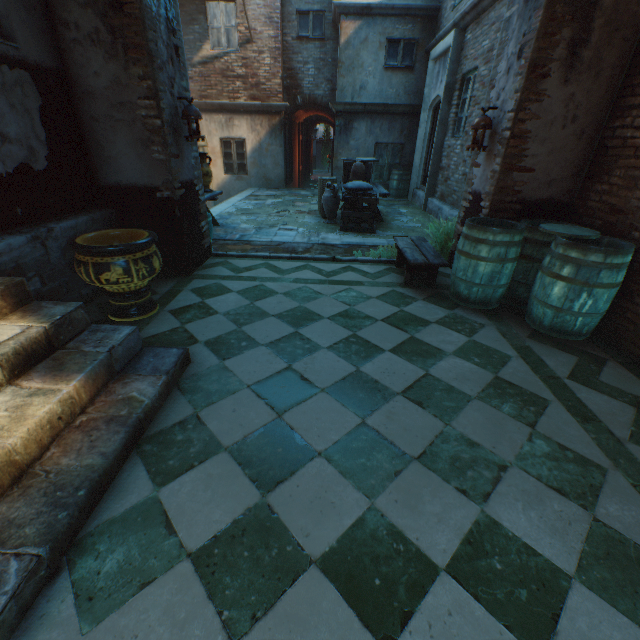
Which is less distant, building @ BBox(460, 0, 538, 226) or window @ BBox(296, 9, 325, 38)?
building @ BBox(460, 0, 538, 226)

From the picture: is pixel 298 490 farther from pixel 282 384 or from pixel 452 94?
pixel 452 94

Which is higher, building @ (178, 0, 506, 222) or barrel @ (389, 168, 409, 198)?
building @ (178, 0, 506, 222)

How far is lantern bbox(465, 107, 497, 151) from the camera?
4.0m

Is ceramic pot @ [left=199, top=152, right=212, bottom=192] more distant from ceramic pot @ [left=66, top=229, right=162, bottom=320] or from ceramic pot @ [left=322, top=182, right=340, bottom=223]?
ceramic pot @ [left=66, top=229, right=162, bottom=320]

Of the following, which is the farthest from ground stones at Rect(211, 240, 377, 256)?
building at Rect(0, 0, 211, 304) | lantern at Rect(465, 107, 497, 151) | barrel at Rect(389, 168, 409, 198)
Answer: barrel at Rect(389, 168, 409, 198)

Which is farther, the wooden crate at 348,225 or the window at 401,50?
the window at 401,50

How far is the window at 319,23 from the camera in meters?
11.0
